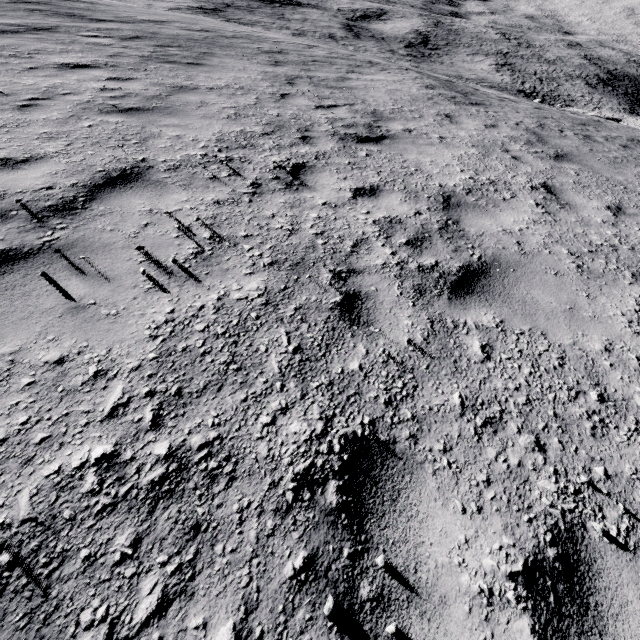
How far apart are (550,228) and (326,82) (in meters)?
7.85
